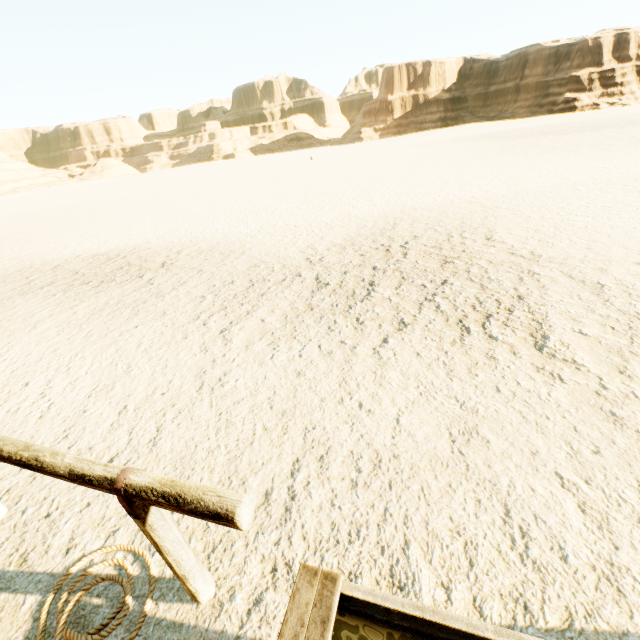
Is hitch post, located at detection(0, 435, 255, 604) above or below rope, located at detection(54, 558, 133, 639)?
above

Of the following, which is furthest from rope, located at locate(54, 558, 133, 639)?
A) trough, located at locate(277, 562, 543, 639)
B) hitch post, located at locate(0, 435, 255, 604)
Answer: trough, located at locate(277, 562, 543, 639)

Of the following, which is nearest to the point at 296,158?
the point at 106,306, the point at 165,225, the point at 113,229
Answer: the point at 113,229

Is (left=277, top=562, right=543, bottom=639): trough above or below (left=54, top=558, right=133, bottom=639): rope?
above

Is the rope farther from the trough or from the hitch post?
the trough

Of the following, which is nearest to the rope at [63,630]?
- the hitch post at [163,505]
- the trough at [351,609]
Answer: the hitch post at [163,505]

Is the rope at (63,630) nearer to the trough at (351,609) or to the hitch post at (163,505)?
the hitch post at (163,505)
